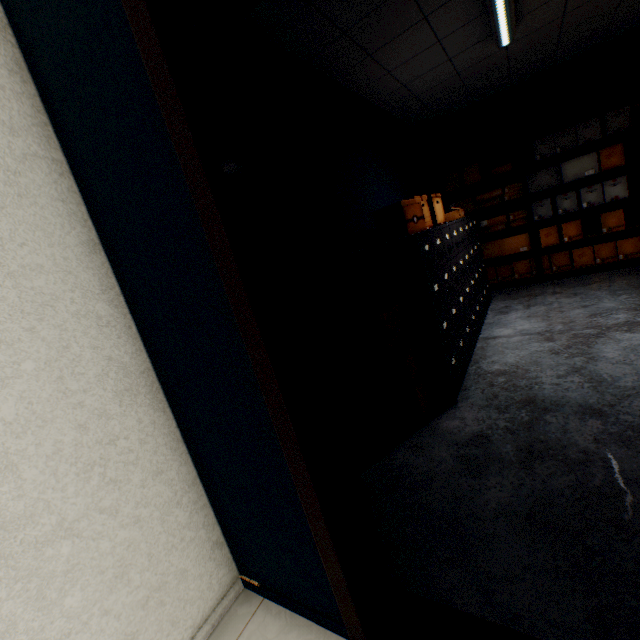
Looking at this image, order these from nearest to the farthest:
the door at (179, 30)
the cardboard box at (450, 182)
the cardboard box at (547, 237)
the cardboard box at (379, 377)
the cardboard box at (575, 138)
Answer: the door at (179, 30) → the cardboard box at (379, 377) → the cardboard box at (575, 138) → the cardboard box at (547, 237) → the cardboard box at (450, 182)

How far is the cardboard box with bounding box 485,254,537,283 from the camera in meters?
5.2

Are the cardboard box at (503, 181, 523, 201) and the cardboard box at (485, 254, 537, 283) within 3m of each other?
yes

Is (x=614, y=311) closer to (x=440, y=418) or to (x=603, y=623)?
(x=440, y=418)

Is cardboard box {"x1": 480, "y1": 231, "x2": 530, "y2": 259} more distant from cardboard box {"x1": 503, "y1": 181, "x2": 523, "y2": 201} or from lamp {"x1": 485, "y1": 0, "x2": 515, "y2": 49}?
A: lamp {"x1": 485, "y1": 0, "x2": 515, "y2": 49}

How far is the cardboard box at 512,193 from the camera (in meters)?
4.89

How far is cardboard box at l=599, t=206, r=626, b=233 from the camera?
4.4 meters

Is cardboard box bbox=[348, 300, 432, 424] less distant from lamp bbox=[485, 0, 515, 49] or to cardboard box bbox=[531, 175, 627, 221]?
lamp bbox=[485, 0, 515, 49]
